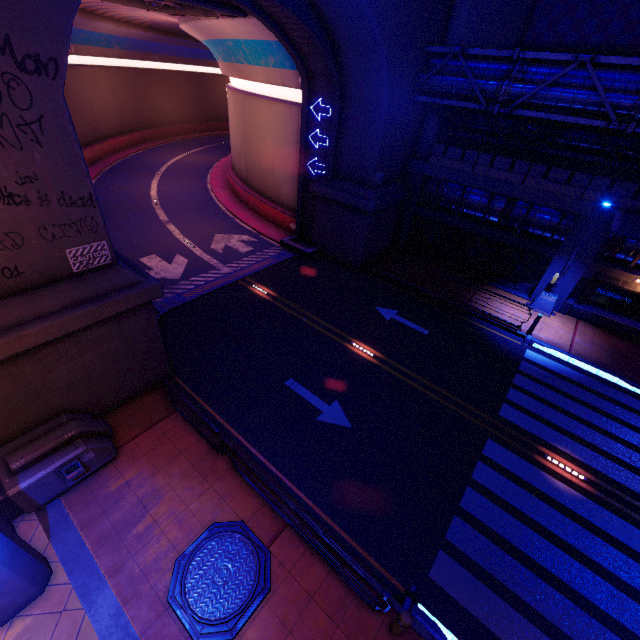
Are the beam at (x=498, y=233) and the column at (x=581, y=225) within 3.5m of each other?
yes

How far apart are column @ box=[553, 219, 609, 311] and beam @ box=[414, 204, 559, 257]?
0.00m

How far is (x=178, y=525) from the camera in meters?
7.9

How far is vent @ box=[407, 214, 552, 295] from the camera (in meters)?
18.00

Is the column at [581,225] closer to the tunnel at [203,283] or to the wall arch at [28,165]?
the wall arch at [28,165]

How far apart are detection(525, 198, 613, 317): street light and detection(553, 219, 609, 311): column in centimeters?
1cm

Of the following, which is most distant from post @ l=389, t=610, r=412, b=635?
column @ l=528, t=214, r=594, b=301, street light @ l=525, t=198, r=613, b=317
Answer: column @ l=528, t=214, r=594, b=301

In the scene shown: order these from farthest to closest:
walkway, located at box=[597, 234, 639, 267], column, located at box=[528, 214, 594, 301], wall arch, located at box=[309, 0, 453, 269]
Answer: column, located at box=[528, 214, 594, 301] → walkway, located at box=[597, 234, 639, 267] → wall arch, located at box=[309, 0, 453, 269]
